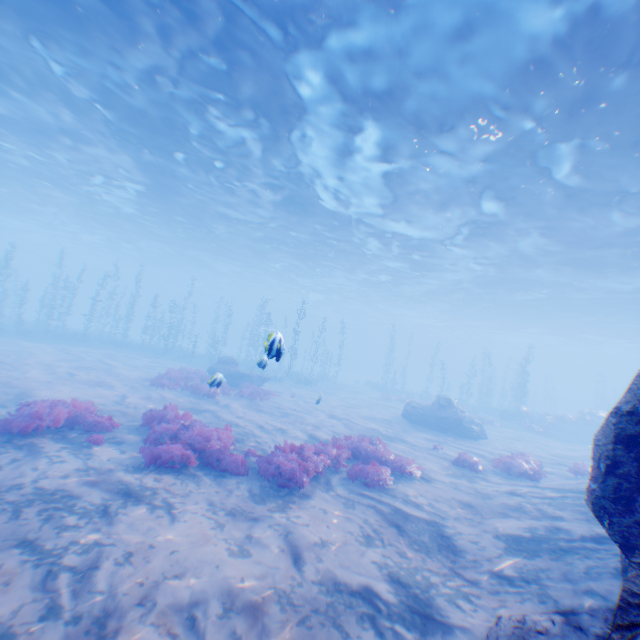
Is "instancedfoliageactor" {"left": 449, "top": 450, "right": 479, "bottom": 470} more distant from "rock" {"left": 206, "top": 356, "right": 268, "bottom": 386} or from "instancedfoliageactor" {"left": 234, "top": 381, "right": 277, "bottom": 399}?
"rock" {"left": 206, "top": 356, "right": 268, "bottom": 386}

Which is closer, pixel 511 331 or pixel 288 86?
pixel 288 86

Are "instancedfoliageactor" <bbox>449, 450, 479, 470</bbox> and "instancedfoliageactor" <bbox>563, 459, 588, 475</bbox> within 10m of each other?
yes

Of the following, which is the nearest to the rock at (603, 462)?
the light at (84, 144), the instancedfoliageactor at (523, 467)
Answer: the light at (84, 144)

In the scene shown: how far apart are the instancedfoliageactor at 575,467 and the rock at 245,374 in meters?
17.2 m

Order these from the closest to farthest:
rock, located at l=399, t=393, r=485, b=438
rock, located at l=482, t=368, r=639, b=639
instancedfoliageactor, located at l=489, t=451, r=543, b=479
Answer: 1. rock, located at l=482, t=368, r=639, b=639
2. instancedfoliageactor, located at l=489, t=451, r=543, b=479
3. rock, located at l=399, t=393, r=485, b=438

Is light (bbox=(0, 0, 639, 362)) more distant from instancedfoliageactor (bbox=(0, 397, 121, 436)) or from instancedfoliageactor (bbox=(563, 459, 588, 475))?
instancedfoliageactor (bbox=(0, 397, 121, 436))

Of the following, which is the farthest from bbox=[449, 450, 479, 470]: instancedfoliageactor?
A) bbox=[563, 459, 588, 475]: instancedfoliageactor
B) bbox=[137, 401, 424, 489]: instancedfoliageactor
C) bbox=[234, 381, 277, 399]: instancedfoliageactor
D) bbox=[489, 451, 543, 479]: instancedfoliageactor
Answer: bbox=[234, 381, 277, 399]: instancedfoliageactor
